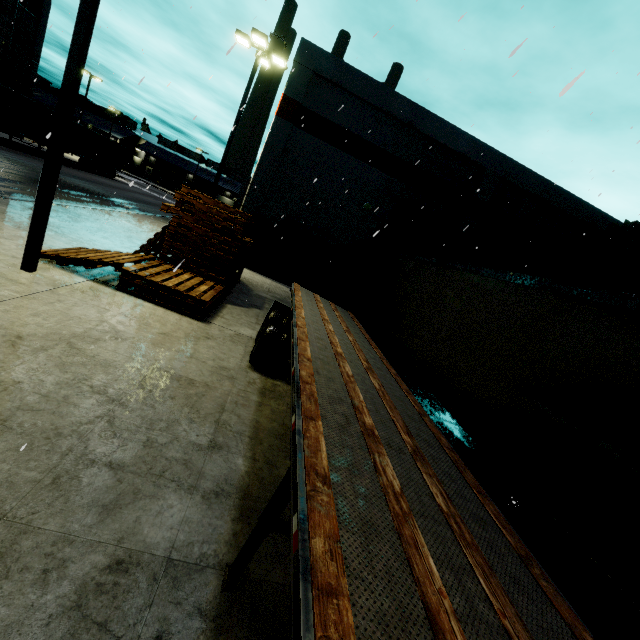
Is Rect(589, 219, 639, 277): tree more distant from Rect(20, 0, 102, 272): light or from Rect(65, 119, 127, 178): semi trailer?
Rect(65, 119, 127, 178): semi trailer

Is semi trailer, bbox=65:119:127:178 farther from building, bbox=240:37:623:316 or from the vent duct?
the vent duct

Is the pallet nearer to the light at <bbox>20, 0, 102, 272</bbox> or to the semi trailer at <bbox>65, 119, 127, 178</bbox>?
the light at <bbox>20, 0, 102, 272</bbox>

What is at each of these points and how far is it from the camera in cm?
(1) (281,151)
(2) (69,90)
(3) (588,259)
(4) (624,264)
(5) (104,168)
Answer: (1) building, 1595
(2) light, 548
(3) building, 1912
(4) cargo container, 849
(5) semi trailer, 3512

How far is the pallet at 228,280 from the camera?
7.25m

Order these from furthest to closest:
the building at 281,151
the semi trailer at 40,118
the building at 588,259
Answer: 1. the semi trailer at 40,118
2. the building at 588,259
3. the building at 281,151

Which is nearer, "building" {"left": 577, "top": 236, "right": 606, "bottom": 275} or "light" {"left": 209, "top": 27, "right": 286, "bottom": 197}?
"light" {"left": 209, "top": 27, "right": 286, "bottom": 197}

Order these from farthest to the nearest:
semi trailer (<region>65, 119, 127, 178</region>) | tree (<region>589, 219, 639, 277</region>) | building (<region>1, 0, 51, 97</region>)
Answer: semi trailer (<region>65, 119, 127, 178</region>), building (<region>1, 0, 51, 97</region>), tree (<region>589, 219, 639, 277</region>)
